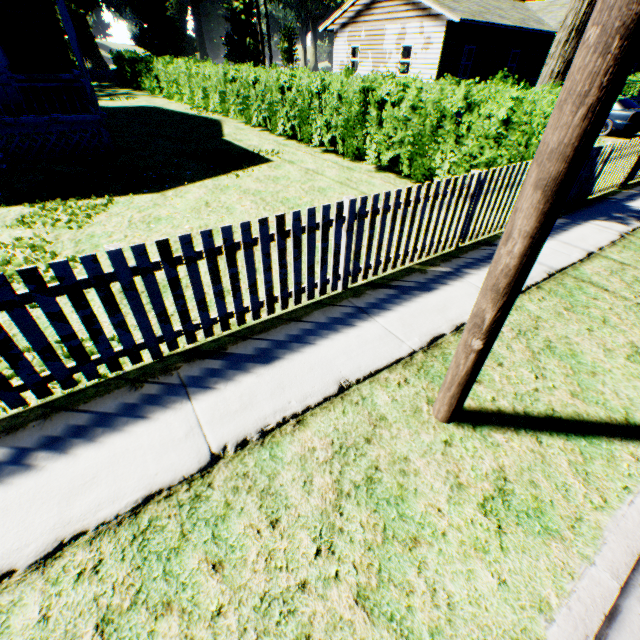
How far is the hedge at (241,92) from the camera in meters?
6.5

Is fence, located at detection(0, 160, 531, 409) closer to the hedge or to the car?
the hedge

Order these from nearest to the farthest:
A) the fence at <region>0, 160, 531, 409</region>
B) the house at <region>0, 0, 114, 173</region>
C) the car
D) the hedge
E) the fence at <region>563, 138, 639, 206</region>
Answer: the fence at <region>0, 160, 531, 409</region> < the hedge < the fence at <region>563, 138, 639, 206</region> < the house at <region>0, 0, 114, 173</region> < the car

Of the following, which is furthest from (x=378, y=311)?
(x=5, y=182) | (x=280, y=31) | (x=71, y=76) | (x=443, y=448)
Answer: (x=280, y=31)

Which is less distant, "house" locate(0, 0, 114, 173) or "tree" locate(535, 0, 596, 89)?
"tree" locate(535, 0, 596, 89)

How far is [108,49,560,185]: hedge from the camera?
6.54m

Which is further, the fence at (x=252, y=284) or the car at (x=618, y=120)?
the car at (x=618, y=120)

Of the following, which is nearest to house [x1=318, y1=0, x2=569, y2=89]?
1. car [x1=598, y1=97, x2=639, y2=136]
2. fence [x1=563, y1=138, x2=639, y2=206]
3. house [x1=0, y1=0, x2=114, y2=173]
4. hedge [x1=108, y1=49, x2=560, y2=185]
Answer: car [x1=598, y1=97, x2=639, y2=136]
